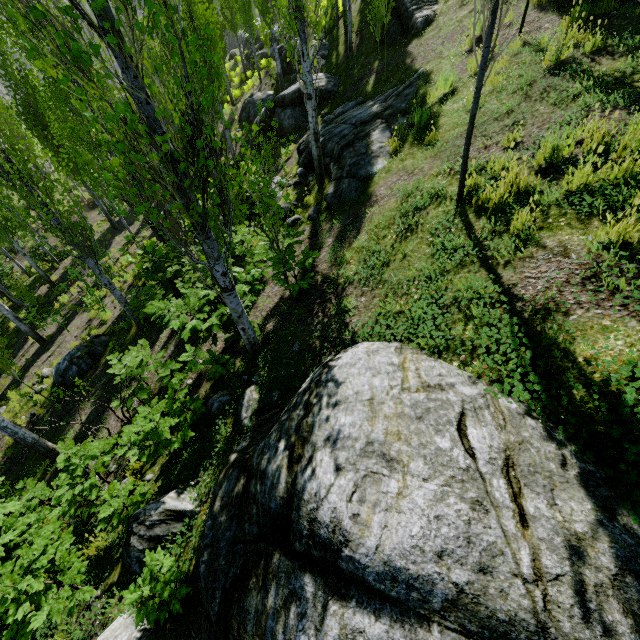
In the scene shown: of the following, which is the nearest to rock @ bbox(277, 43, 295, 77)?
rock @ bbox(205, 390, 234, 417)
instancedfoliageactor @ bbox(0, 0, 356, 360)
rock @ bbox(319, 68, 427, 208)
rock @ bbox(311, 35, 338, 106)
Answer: instancedfoliageactor @ bbox(0, 0, 356, 360)

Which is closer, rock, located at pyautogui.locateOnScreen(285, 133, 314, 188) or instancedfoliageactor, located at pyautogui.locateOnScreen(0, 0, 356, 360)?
instancedfoliageactor, located at pyautogui.locateOnScreen(0, 0, 356, 360)

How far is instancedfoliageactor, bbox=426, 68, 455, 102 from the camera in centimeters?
742cm

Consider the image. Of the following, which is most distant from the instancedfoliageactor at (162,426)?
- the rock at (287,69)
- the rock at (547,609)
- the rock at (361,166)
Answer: the rock at (287,69)

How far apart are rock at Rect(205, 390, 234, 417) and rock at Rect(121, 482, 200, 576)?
0.9 meters

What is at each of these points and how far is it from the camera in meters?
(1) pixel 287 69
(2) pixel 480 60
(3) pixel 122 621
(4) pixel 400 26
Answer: (1) rock, 20.2 m
(2) instancedfoliageactor, 3.5 m
(3) rock, 3.4 m
(4) rock, 11.6 m

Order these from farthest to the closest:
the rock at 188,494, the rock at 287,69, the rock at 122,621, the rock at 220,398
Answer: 1. the rock at 287,69
2. the rock at 220,398
3. the rock at 188,494
4. the rock at 122,621

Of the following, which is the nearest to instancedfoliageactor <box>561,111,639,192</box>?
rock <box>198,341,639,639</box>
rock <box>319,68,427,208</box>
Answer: rock <box>319,68,427,208</box>
